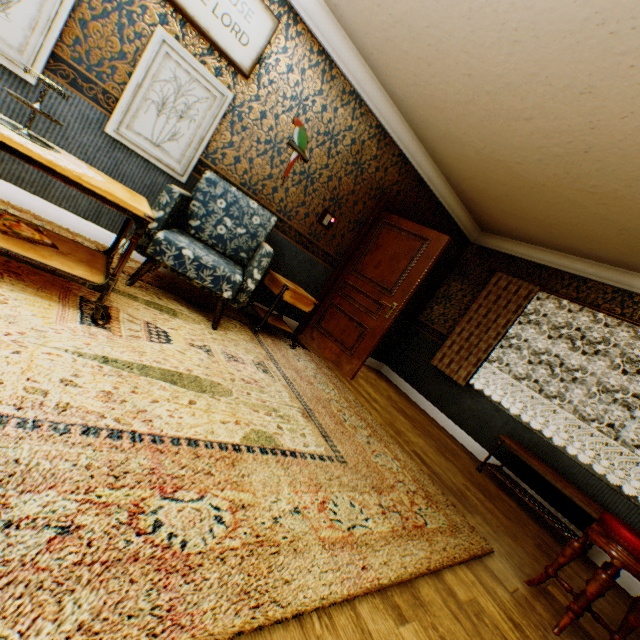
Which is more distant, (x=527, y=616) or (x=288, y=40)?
(x=288, y=40)

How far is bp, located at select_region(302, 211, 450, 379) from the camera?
4.2m

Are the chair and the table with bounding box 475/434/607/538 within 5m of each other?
yes

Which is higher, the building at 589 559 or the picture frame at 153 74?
the picture frame at 153 74

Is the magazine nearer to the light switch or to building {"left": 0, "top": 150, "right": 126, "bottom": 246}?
building {"left": 0, "top": 150, "right": 126, "bottom": 246}

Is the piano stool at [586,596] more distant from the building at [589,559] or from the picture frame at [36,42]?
the picture frame at [36,42]

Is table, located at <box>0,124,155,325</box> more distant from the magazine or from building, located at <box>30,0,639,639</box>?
building, located at <box>30,0,639,639</box>

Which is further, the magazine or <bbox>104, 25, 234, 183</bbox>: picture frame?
<bbox>104, 25, 234, 183</bbox>: picture frame
